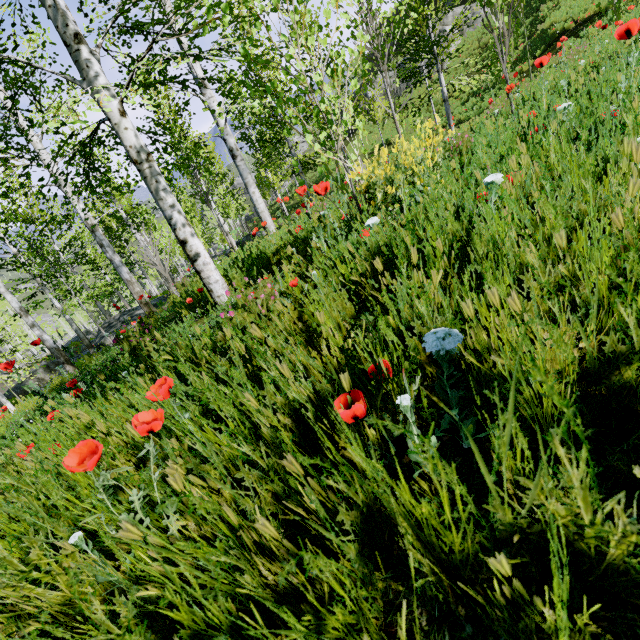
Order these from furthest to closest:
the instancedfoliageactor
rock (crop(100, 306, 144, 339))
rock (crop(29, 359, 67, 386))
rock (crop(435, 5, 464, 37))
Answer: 1. rock (crop(435, 5, 464, 37))
2. rock (crop(100, 306, 144, 339))
3. rock (crop(29, 359, 67, 386))
4. the instancedfoliageactor

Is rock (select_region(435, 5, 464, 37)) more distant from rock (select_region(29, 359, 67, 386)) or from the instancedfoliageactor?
the instancedfoliageactor

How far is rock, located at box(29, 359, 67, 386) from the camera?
4.66m

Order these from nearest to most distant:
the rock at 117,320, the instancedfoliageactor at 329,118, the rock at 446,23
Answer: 1. the instancedfoliageactor at 329,118
2. the rock at 117,320
3. the rock at 446,23

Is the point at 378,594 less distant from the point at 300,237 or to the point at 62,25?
the point at 300,237

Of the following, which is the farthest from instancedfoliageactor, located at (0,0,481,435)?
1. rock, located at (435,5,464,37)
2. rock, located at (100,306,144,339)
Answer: rock, located at (435,5,464,37)

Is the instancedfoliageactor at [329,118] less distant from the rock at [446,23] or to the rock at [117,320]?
the rock at [117,320]
